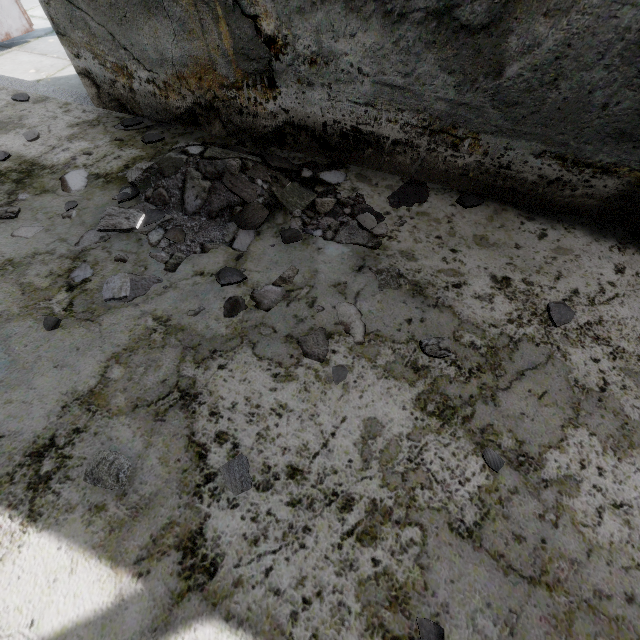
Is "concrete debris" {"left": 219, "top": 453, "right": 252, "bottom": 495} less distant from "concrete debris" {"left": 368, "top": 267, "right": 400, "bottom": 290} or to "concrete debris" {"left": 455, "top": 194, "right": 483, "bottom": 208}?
"concrete debris" {"left": 368, "top": 267, "right": 400, "bottom": 290}

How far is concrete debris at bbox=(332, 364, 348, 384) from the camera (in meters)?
1.73

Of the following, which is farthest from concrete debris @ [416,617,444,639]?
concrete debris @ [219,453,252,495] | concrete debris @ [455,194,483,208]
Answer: concrete debris @ [455,194,483,208]

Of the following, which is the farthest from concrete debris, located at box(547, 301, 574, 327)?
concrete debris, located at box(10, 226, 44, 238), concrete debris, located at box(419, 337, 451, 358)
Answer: concrete debris, located at box(10, 226, 44, 238)

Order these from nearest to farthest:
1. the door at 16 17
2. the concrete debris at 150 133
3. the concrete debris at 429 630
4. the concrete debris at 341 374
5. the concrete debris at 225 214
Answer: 1. the concrete debris at 429 630
2. the concrete debris at 341 374
3. the concrete debris at 225 214
4. the concrete debris at 150 133
5. the door at 16 17

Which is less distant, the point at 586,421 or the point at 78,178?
the point at 586,421

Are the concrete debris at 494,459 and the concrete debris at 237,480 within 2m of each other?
yes

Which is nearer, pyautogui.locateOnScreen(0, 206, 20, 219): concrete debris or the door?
pyautogui.locateOnScreen(0, 206, 20, 219): concrete debris
